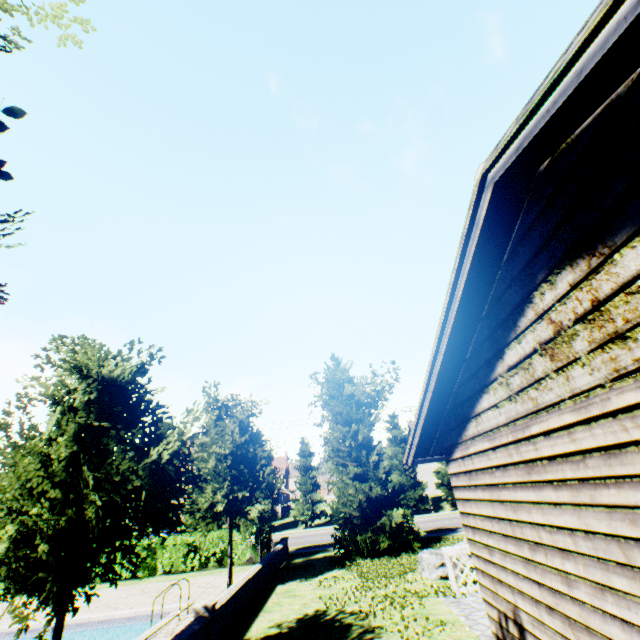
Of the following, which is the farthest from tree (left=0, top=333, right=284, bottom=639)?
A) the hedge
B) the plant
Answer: the hedge

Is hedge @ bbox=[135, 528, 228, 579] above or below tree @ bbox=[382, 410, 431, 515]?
below

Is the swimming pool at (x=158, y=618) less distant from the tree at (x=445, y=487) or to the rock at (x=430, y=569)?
the tree at (x=445, y=487)

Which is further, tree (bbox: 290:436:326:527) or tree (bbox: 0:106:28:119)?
tree (bbox: 290:436:326:527)

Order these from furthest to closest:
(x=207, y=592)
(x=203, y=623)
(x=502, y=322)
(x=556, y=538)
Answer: (x=207, y=592)
(x=203, y=623)
(x=502, y=322)
(x=556, y=538)

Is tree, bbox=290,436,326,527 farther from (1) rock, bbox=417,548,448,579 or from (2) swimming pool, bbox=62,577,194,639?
(1) rock, bbox=417,548,448,579

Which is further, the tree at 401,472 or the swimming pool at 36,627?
the tree at 401,472

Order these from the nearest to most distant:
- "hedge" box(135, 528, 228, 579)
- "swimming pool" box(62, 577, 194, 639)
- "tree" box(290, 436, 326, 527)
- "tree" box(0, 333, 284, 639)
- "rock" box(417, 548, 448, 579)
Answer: "tree" box(0, 333, 284, 639), "swimming pool" box(62, 577, 194, 639), "rock" box(417, 548, 448, 579), "hedge" box(135, 528, 228, 579), "tree" box(290, 436, 326, 527)
